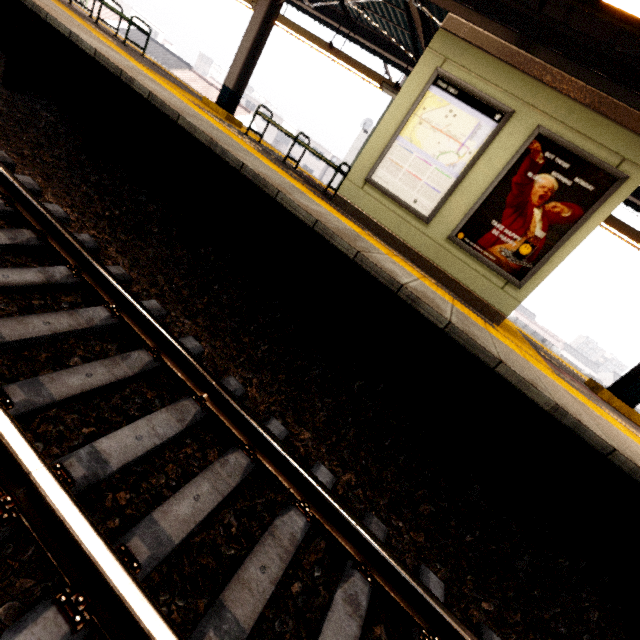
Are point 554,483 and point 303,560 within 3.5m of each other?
yes

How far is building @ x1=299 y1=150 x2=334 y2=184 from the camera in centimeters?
5200cm

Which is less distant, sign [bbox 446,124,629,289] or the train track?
the train track

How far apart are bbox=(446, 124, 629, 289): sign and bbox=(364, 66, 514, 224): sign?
0.3 meters

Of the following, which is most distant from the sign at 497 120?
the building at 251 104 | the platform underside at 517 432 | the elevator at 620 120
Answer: the building at 251 104

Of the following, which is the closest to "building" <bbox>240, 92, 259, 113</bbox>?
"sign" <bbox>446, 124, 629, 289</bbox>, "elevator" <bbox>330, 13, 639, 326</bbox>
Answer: "elevator" <bbox>330, 13, 639, 326</bbox>

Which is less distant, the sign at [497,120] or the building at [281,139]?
the sign at [497,120]
